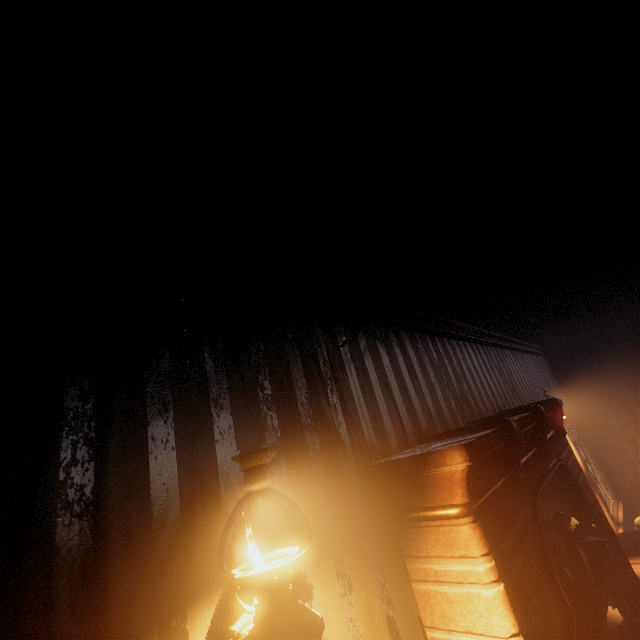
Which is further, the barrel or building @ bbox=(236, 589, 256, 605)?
the barrel

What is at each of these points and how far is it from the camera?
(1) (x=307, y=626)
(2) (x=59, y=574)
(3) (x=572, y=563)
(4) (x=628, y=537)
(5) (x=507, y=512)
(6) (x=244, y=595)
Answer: (1) bp, 0.82m
(2) building, 0.75m
(3) tonic bottle set, 2.13m
(4) barrel, 4.22m
(5) bar shelf, 1.66m
(6) building, 1.01m

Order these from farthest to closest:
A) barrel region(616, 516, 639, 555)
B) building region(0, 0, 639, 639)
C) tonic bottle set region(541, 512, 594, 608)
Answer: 1. barrel region(616, 516, 639, 555)
2. tonic bottle set region(541, 512, 594, 608)
3. building region(0, 0, 639, 639)

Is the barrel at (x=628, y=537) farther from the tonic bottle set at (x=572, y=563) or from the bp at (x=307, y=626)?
the bp at (x=307, y=626)

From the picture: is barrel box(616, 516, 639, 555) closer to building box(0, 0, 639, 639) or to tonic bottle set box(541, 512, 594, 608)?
building box(0, 0, 639, 639)

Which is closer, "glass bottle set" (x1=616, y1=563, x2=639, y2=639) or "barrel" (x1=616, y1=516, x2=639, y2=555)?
"glass bottle set" (x1=616, y1=563, x2=639, y2=639)

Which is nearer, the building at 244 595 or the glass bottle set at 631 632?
the building at 244 595

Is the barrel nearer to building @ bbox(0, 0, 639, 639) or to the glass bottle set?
building @ bbox(0, 0, 639, 639)
